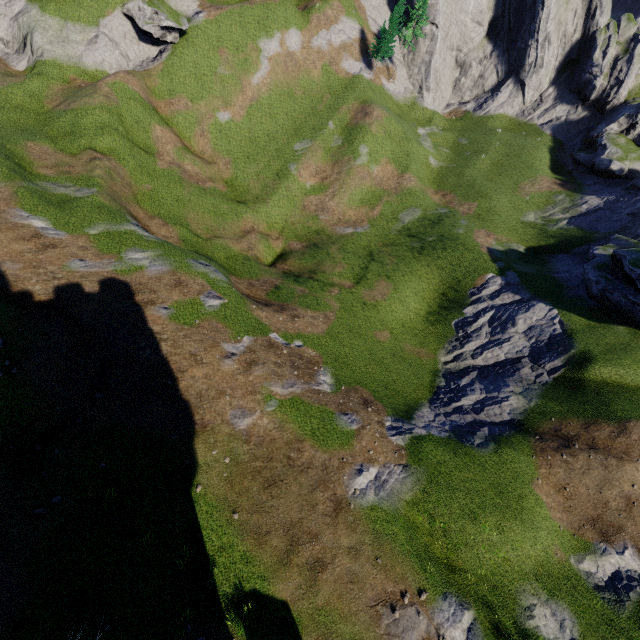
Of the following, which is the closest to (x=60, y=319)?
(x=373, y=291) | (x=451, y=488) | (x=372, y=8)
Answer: (x=451, y=488)
